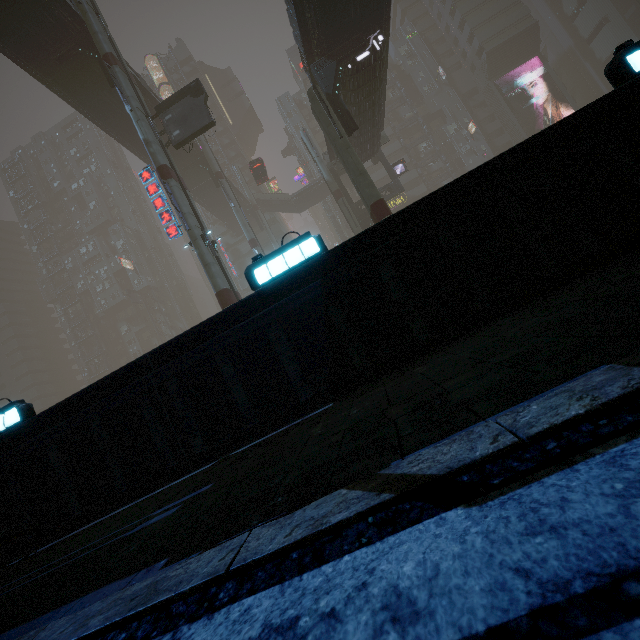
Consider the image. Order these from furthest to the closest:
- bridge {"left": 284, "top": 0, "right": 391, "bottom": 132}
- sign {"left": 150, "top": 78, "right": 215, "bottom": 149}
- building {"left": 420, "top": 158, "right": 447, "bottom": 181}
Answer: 1. building {"left": 420, "top": 158, "right": 447, "bottom": 181}
2. sign {"left": 150, "top": 78, "right": 215, "bottom": 149}
3. bridge {"left": 284, "top": 0, "right": 391, "bottom": 132}

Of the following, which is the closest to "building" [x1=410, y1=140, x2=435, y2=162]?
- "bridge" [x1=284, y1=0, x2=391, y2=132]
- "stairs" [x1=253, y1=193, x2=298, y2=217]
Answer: "bridge" [x1=284, y1=0, x2=391, y2=132]

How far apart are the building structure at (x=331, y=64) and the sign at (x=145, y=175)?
11.5 meters

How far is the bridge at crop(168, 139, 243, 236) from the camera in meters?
37.2

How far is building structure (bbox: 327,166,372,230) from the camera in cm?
3462

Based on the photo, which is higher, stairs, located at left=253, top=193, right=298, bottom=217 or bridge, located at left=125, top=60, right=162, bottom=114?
bridge, located at left=125, top=60, right=162, bottom=114

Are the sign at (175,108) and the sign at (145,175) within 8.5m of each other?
yes

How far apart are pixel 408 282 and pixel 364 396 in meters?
1.7
